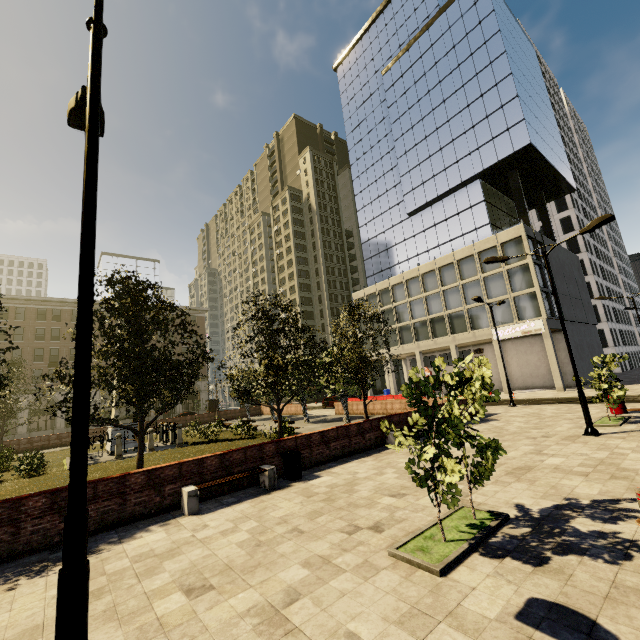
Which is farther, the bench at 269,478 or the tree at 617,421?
the tree at 617,421

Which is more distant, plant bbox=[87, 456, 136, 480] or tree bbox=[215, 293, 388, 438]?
tree bbox=[215, 293, 388, 438]

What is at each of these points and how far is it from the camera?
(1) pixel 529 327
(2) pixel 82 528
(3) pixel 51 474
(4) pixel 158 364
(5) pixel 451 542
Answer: (1) sign, 32.00m
(2) street light, 2.76m
(3) plant, 15.75m
(4) tree, 11.59m
(5) tree, 5.50m

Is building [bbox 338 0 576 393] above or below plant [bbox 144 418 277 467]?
above

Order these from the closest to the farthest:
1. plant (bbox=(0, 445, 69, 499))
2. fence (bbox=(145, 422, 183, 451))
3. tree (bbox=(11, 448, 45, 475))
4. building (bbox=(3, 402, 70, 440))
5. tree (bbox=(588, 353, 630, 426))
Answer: plant (bbox=(0, 445, 69, 499)), tree (bbox=(588, 353, 630, 426)), tree (bbox=(11, 448, 45, 475)), fence (bbox=(145, 422, 183, 451)), building (bbox=(3, 402, 70, 440))

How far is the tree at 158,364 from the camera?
11.1m

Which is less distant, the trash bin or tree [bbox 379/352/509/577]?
tree [bbox 379/352/509/577]

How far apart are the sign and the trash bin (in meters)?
30.18
